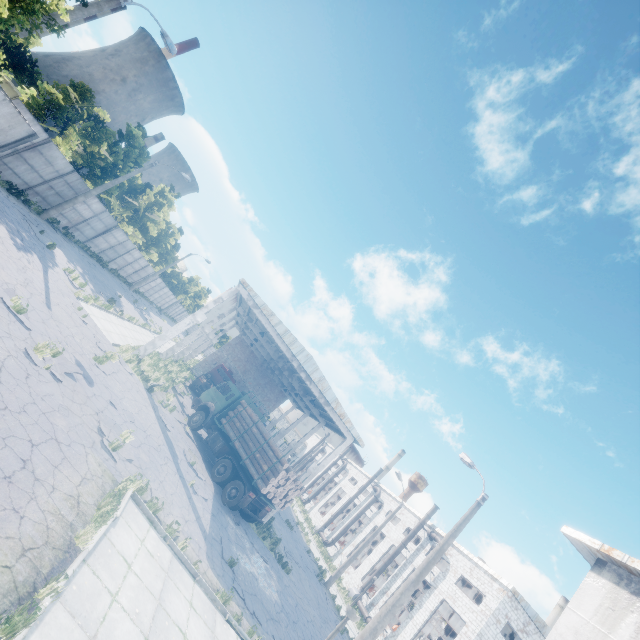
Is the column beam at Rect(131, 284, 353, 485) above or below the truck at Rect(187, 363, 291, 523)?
above

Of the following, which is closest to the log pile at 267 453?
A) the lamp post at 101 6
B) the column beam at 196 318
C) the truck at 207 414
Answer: the truck at 207 414

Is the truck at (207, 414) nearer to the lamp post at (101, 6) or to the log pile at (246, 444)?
the log pile at (246, 444)

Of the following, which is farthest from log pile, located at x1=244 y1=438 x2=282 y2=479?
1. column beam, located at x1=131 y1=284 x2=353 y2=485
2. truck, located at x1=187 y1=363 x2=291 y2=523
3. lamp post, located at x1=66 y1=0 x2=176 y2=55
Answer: lamp post, located at x1=66 y1=0 x2=176 y2=55

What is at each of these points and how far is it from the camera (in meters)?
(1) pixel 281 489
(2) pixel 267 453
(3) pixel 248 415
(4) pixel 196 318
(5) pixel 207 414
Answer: (1) log pile, 16.80
(2) log pile, 17.06
(3) log pile, 19.27
(4) column beam, 20.86
(5) truck, 20.94

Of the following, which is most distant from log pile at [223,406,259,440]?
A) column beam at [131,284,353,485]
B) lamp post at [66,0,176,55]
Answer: lamp post at [66,0,176,55]

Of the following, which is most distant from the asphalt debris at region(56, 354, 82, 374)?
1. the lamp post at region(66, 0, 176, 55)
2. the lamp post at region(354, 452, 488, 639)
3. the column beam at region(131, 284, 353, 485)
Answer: the lamp post at region(354, 452, 488, 639)

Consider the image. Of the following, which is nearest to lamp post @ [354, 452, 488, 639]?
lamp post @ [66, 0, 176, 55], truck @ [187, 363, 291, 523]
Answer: truck @ [187, 363, 291, 523]
